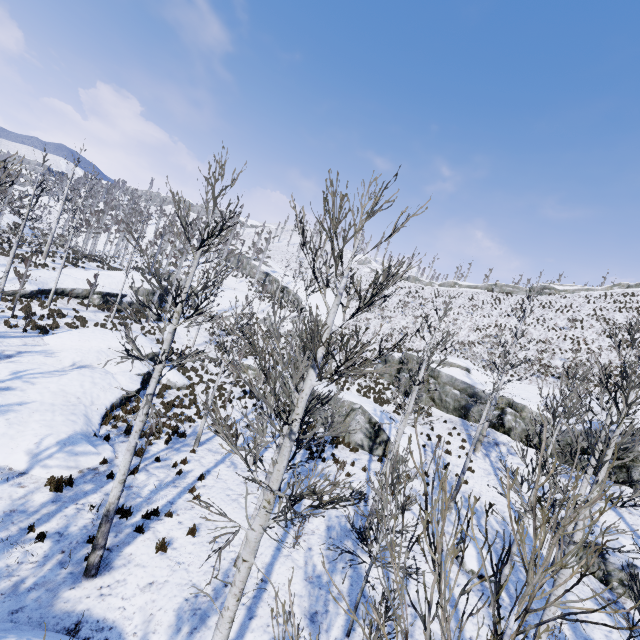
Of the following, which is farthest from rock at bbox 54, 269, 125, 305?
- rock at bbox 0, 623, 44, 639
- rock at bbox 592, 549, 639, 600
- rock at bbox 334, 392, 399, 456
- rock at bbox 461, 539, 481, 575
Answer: rock at bbox 592, 549, 639, 600

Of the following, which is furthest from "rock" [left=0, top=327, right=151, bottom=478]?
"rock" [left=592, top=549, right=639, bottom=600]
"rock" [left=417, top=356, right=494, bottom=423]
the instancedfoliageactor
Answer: "rock" [left=592, top=549, right=639, bottom=600]

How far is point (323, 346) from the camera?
4.5 meters

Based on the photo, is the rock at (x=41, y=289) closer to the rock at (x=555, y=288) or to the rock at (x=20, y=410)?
the rock at (x=20, y=410)

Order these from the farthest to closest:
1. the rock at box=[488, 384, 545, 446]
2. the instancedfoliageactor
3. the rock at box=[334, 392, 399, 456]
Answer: the rock at box=[488, 384, 545, 446], the rock at box=[334, 392, 399, 456], the instancedfoliageactor

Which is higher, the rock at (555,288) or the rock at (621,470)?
the rock at (555,288)

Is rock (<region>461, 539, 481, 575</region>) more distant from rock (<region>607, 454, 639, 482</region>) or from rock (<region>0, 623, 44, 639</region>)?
rock (<region>0, 623, 44, 639</region>)

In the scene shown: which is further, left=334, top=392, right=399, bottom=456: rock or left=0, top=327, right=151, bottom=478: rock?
left=334, top=392, right=399, bottom=456: rock
